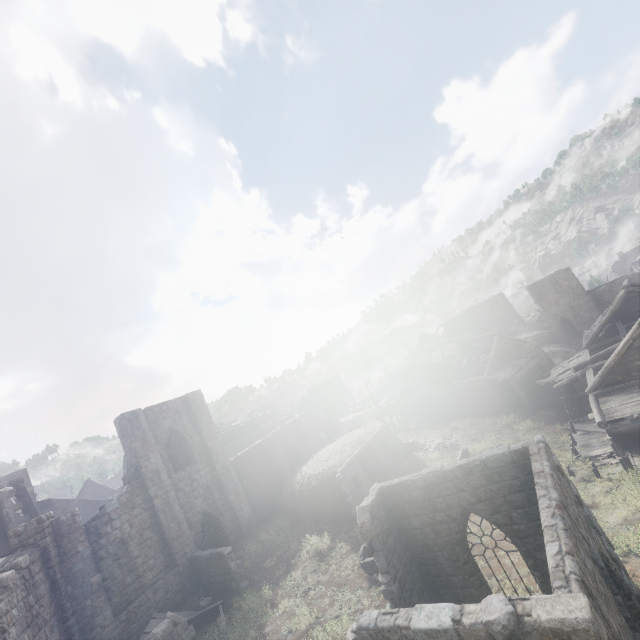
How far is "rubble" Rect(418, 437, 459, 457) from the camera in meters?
24.9 m

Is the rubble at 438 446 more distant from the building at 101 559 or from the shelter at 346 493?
the building at 101 559

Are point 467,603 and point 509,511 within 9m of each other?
yes

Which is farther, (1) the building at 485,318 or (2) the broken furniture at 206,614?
(1) the building at 485,318

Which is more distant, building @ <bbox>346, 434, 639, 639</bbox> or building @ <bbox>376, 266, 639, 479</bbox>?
building @ <bbox>376, 266, 639, 479</bbox>

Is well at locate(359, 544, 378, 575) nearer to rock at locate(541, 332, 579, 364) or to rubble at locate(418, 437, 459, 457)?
rubble at locate(418, 437, 459, 457)

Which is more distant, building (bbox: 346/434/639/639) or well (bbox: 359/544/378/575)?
well (bbox: 359/544/378/575)

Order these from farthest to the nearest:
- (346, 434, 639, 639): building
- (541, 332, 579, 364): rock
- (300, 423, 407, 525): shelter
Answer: (541, 332, 579, 364): rock → (300, 423, 407, 525): shelter → (346, 434, 639, 639): building
